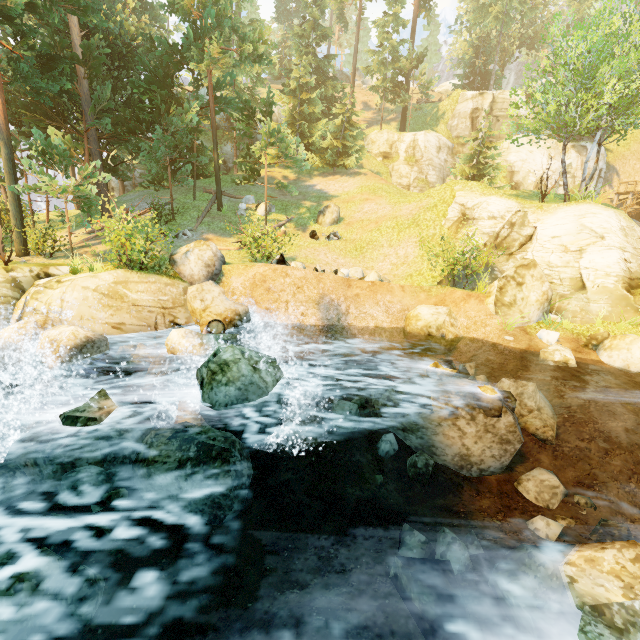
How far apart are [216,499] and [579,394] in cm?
1034

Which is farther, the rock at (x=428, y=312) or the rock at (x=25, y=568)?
the rock at (x=428, y=312)

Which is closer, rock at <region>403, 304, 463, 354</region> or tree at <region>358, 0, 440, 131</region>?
rock at <region>403, 304, 463, 354</region>

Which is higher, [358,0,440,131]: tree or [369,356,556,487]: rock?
[358,0,440,131]: tree

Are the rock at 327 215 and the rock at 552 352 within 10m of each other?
no

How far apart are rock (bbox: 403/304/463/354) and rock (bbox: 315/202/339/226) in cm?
1162

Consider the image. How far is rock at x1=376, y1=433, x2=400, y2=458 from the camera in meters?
7.9
